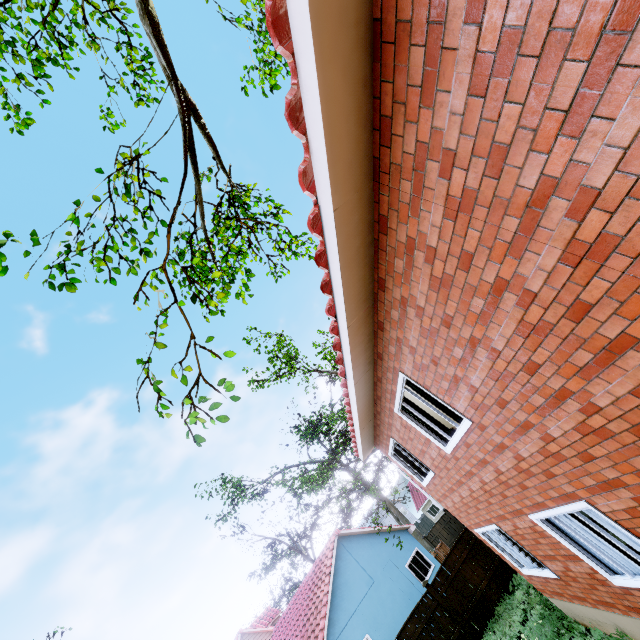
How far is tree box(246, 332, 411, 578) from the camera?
16.52m

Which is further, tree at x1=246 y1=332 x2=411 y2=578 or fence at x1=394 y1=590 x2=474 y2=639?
tree at x1=246 y1=332 x2=411 y2=578

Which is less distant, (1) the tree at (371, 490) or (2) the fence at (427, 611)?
(2) the fence at (427, 611)

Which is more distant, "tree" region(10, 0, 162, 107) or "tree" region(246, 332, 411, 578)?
"tree" region(246, 332, 411, 578)

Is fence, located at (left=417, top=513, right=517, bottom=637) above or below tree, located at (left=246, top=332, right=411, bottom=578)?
below

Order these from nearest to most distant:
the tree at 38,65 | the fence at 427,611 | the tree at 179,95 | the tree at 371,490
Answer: the tree at 179,95, the tree at 38,65, the fence at 427,611, the tree at 371,490

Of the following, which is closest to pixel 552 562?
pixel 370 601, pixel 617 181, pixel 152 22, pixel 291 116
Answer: pixel 617 181

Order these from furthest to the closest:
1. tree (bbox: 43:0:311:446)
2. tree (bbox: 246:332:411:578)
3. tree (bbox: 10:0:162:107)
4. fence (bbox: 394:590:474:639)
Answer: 1. tree (bbox: 246:332:411:578)
2. fence (bbox: 394:590:474:639)
3. tree (bbox: 10:0:162:107)
4. tree (bbox: 43:0:311:446)
